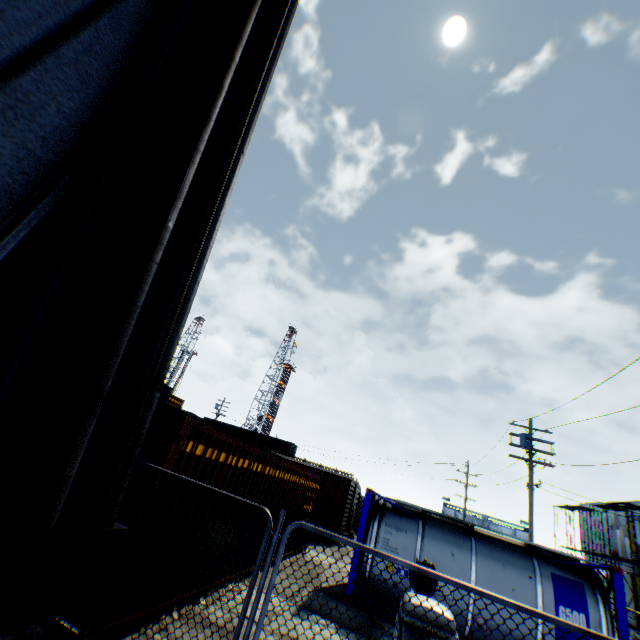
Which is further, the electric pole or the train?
the train

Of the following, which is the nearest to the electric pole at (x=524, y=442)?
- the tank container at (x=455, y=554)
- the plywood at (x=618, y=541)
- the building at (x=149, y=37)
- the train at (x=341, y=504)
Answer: the tank container at (x=455, y=554)

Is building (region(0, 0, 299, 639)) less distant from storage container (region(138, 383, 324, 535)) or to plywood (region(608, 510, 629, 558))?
storage container (region(138, 383, 324, 535))

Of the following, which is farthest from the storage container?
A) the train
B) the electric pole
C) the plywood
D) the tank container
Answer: the plywood

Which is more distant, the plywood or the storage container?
the plywood

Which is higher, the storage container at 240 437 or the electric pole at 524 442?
the electric pole at 524 442

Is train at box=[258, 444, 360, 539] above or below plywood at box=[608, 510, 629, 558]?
below

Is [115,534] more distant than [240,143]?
No
